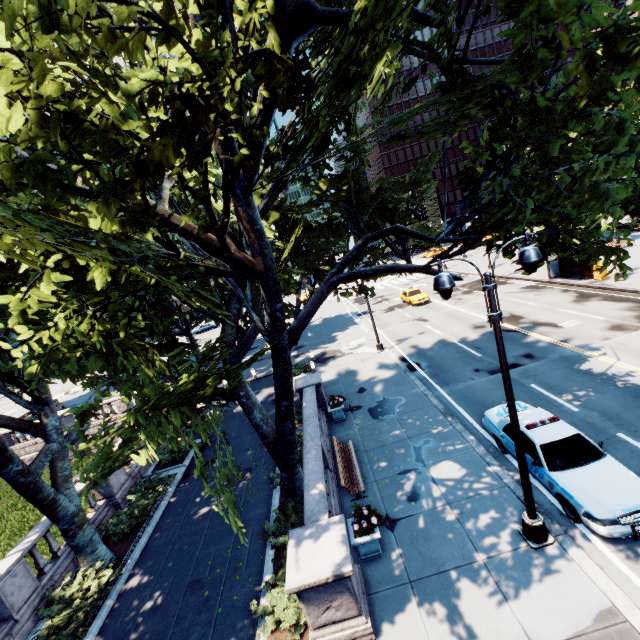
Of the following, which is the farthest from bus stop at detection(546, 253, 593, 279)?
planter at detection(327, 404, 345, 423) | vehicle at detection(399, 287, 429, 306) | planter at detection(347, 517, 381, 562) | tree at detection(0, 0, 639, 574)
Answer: planter at detection(347, 517, 381, 562)

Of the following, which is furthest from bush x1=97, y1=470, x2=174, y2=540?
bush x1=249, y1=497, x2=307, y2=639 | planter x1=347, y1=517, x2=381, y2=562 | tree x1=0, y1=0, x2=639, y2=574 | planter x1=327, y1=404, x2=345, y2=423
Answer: planter x1=347, y1=517, x2=381, y2=562

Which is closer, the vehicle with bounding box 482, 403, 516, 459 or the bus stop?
the vehicle with bounding box 482, 403, 516, 459

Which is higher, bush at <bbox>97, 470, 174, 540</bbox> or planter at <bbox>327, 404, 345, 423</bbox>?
planter at <bbox>327, 404, 345, 423</bbox>

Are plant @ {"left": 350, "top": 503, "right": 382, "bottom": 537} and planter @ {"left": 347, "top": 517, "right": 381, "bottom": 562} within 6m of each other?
yes

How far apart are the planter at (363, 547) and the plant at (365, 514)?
0.02m

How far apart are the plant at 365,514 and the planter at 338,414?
7.1 meters

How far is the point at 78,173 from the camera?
8.43m
